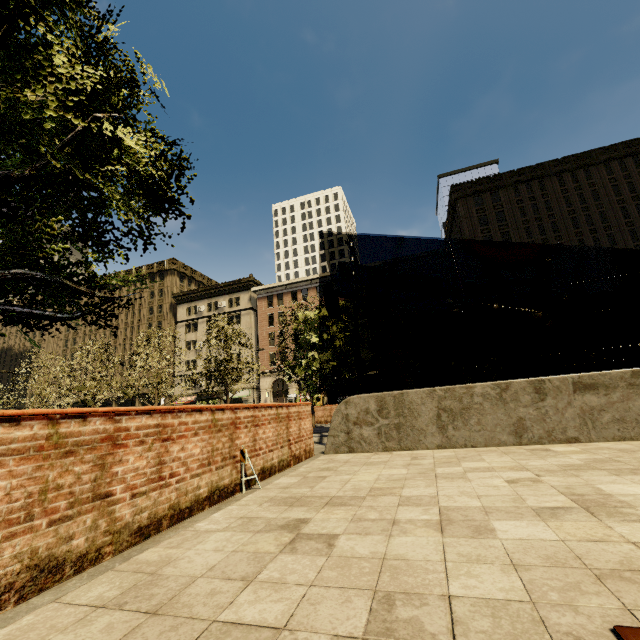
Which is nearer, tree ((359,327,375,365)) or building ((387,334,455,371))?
tree ((359,327,375,365))

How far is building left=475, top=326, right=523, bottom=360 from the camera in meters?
37.6

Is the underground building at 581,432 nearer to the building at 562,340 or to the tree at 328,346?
the tree at 328,346

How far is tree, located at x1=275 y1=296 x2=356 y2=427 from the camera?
13.86m

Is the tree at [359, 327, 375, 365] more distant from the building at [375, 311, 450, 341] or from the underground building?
the building at [375, 311, 450, 341]

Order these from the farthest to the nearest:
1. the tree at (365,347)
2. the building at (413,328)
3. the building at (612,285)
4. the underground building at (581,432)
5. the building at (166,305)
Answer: the building at (166,305) → the building at (413,328) → the building at (612,285) → the tree at (365,347) → the underground building at (581,432)

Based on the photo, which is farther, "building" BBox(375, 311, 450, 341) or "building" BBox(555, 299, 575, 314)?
"building" BBox(375, 311, 450, 341)

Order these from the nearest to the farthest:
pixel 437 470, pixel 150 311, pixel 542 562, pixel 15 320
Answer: pixel 542 562
pixel 15 320
pixel 437 470
pixel 150 311
